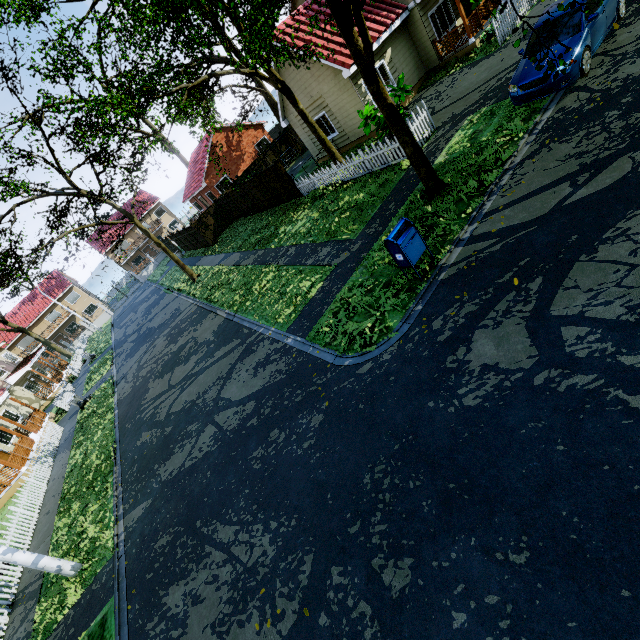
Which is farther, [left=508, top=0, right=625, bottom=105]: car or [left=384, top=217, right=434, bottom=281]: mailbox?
[left=508, top=0, right=625, bottom=105]: car

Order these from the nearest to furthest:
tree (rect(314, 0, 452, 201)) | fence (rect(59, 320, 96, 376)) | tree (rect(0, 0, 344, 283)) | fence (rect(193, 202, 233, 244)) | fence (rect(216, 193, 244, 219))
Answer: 1. tree (rect(314, 0, 452, 201))
2. tree (rect(0, 0, 344, 283))
3. fence (rect(216, 193, 244, 219))
4. fence (rect(193, 202, 233, 244))
5. fence (rect(59, 320, 96, 376))

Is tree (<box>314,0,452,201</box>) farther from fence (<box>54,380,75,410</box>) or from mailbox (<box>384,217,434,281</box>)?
mailbox (<box>384,217,434,281</box>)

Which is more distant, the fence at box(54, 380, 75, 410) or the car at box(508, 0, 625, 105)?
the fence at box(54, 380, 75, 410)

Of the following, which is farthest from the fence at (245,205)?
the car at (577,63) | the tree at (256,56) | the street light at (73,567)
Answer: the car at (577,63)

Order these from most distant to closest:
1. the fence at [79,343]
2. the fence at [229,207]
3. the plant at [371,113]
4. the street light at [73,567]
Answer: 1. the fence at [79,343]
2. the fence at [229,207]
3. the plant at [371,113]
4. the street light at [73,567]

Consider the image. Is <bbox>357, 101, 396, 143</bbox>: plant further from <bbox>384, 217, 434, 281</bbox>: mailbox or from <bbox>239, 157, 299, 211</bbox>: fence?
<bbox>384, 217, 434, 281</bbox>: mailbox

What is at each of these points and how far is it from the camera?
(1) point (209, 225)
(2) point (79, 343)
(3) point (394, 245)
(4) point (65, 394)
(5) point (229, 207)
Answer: (1) fence, 27.5m
(2) fence, 39.5m
(3) mailbox, 6.9m
(4) fence, 24.4m
(5) fence, 26.8m
